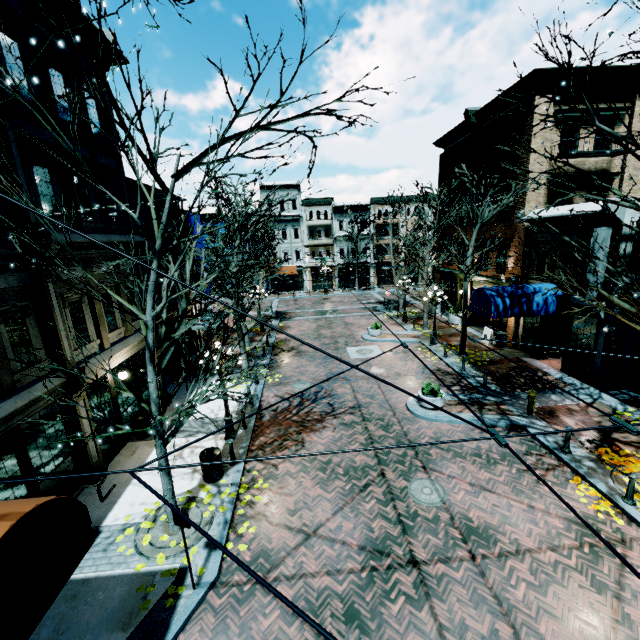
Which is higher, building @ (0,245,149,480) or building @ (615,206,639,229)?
building @ (615,206,639,229)

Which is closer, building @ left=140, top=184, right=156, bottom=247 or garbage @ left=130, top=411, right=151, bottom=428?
garbage @ left=130, top=411, right=151, bottom=428

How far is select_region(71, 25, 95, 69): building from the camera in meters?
10.2 m

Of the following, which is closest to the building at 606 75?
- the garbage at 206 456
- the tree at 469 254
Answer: the tree at 469 254

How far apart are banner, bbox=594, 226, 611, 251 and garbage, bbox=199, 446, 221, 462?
14.74m

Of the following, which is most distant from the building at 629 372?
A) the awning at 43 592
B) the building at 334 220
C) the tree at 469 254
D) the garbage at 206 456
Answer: the building at 334 220

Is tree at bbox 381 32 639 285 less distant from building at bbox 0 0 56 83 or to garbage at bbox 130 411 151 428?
building at bbox 0 0 56 83

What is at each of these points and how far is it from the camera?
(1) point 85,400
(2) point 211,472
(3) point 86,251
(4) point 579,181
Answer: (1) building, 9.62m
(2) garbage, 9.43m
(3) building, 10.05m
(4) building, 16.61m
